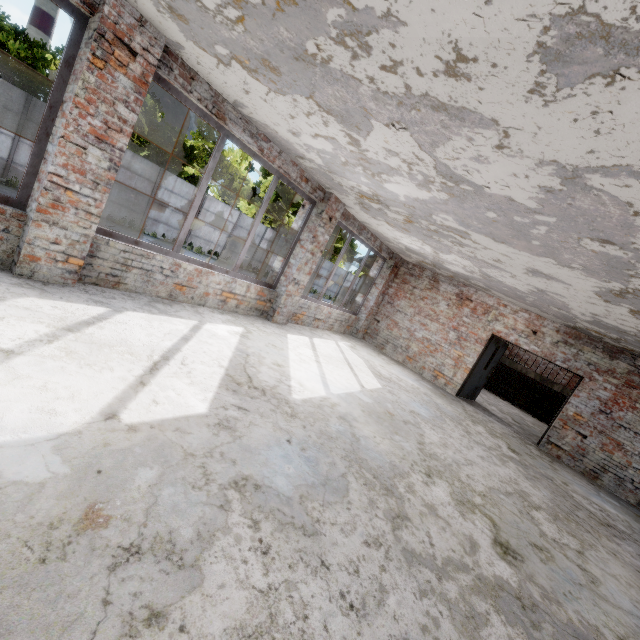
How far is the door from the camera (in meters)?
9.92

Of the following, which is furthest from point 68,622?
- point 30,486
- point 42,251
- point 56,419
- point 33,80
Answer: point 33,80

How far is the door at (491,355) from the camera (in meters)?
9.92
